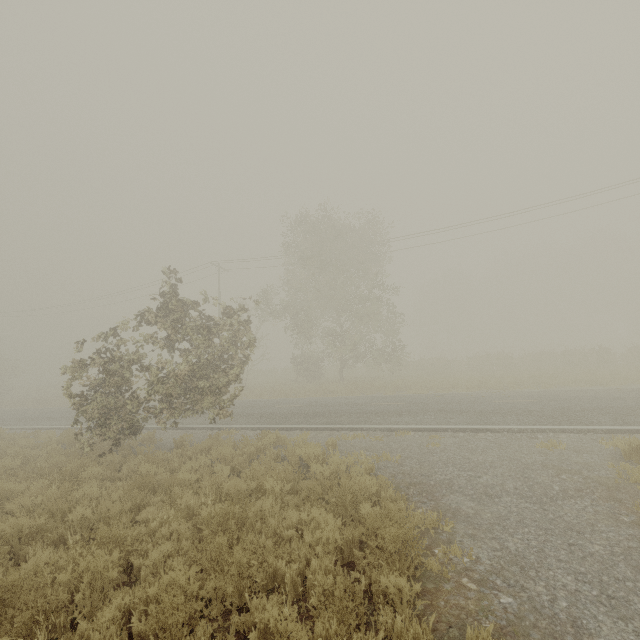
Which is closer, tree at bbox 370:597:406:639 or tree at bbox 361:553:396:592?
tree at bbox 370:597:406:639

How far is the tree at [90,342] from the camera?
9.8m

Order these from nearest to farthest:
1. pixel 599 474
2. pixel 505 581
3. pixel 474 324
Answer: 1. pixel 505 581
2. pixel 599 474
3. pixel 474 324

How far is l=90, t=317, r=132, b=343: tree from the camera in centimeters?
975cm

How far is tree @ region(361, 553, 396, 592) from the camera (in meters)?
3.57

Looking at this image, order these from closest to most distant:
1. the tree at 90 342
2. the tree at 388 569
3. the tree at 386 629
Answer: the tree at 386 629 → the tree at 388 569 → the tree at 90 342

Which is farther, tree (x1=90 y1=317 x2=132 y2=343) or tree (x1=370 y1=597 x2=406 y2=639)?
tree (x1=90 y1=317 x2=132 y2=343)
